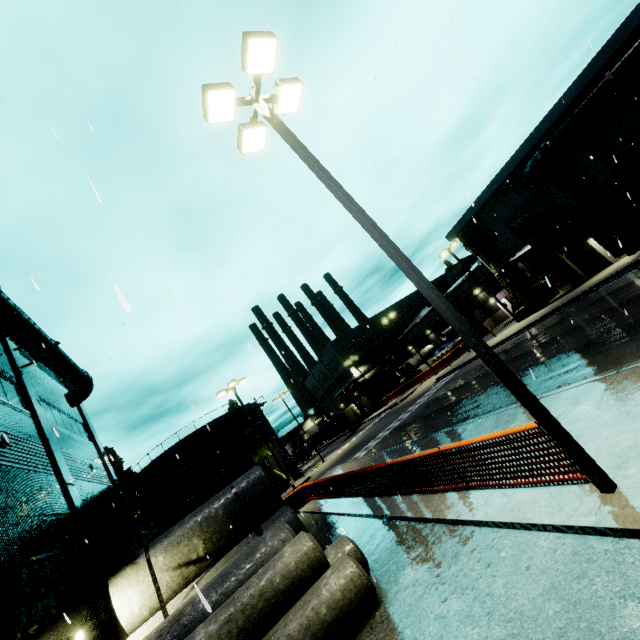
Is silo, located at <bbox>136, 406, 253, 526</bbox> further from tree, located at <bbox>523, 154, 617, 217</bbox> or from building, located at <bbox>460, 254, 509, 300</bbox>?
tree, located at <bbox>523, 154, 617, 217</bbox>

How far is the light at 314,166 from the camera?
4.9 meters

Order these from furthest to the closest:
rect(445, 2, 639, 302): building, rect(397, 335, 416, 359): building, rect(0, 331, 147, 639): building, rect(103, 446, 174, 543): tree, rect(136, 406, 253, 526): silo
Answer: rect(397, 335, 416, 359): building < rect(136, 406, 253, 526): silo < rect(103, 446, 174, 543): tree < rect(445, 2, 639, 302): building < rect(0, 331, 147, 639): building

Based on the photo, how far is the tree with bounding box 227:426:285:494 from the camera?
39.59m

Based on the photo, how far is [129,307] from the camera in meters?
1.9 m

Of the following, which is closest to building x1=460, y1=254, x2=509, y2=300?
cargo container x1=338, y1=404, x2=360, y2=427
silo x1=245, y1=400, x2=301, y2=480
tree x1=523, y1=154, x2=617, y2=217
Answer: tree x1=523, y1=154, x2=617, y2=217

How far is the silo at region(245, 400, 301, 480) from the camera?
42.6m

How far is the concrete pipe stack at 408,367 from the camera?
47.8 meters
